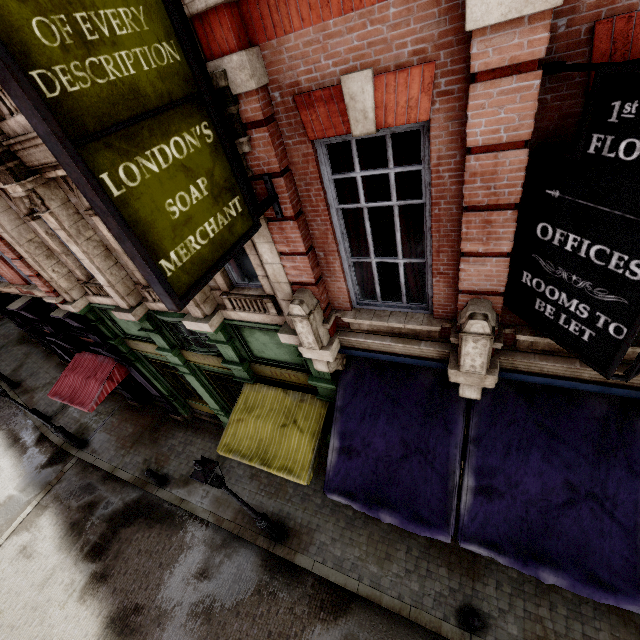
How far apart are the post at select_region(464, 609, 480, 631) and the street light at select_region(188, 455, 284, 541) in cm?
471

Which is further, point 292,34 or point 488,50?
point 292,34

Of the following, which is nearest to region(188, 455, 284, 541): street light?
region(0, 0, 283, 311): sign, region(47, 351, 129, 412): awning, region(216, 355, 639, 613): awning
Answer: region(216, 355, 639, 613): awning

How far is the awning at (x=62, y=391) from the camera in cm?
1071

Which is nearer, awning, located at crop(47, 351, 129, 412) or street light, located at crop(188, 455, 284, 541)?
street light, located at crop(188, 455, 284, 541)

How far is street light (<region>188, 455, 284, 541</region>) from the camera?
6.1 meters

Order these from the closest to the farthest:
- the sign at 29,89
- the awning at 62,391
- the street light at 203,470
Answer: the sign at 29,89, the street light at 203,470, the awning at 62,391

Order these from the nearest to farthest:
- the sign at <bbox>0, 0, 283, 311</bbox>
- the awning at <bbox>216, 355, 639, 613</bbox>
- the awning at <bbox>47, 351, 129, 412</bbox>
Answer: the sign at <bbox>0, 0, 283, 311</bbox> → the awning at <bbox>216, 355, 639, 613</bbox> → the awning at <bbox>47, 351, 129, 412</bbox>
